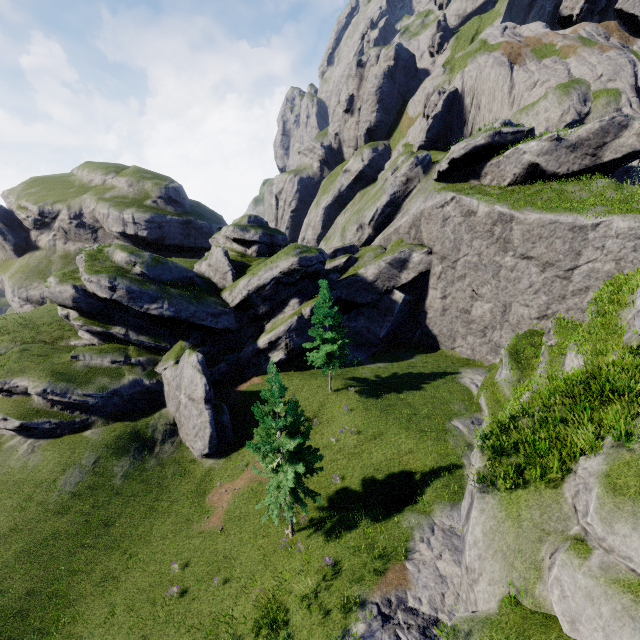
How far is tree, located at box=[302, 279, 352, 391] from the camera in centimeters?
2772cm

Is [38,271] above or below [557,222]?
below

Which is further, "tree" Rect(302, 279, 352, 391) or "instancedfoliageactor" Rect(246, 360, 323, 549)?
"tree" Rect(302, 279, 352, 391)

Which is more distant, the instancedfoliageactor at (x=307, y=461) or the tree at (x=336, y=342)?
the tree at (x=336, y=342)

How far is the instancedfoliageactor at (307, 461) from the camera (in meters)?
16.22

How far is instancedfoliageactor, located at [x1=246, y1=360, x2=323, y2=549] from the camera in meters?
16.2
